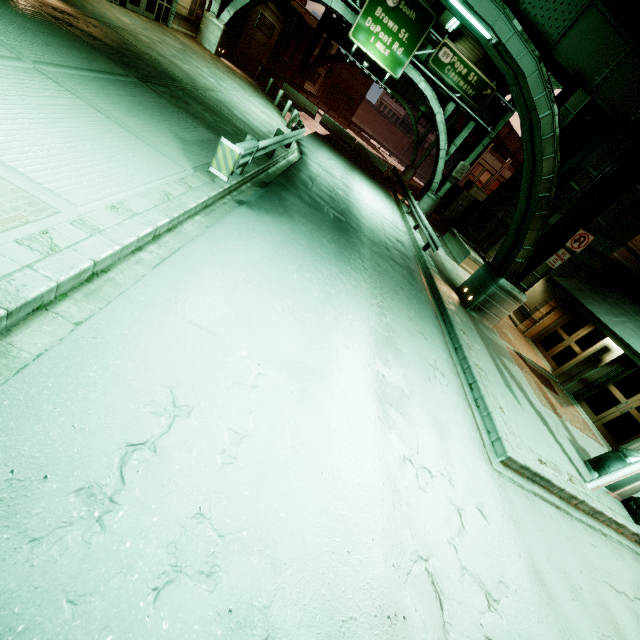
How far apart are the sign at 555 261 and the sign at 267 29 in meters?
32.5

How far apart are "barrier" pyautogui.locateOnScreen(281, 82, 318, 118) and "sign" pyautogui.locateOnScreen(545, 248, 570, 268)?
28.5m

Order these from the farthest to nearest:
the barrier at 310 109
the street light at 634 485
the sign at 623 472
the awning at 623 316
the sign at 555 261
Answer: the barrier at 310 109 < the sign at 555 261 < the awning at 623 316 < the street light at 634 485 < the sign at 623 472

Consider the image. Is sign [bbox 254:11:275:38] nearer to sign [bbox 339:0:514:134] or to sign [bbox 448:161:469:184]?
sign [bbox 339:0:514:134]

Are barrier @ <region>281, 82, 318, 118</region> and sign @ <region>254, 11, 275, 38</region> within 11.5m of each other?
yes

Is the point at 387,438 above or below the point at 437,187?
below

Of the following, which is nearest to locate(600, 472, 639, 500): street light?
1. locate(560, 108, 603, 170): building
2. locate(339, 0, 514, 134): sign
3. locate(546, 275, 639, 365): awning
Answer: locate(546, 275, 639, 365): awning

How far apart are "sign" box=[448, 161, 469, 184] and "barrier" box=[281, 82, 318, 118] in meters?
15.7
